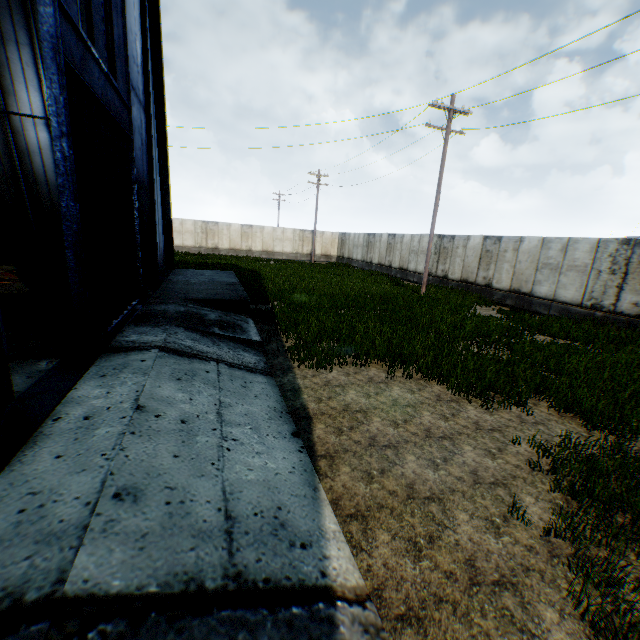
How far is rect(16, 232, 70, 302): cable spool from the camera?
8.1 meters

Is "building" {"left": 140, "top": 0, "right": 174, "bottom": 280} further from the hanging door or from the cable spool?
the cable spool

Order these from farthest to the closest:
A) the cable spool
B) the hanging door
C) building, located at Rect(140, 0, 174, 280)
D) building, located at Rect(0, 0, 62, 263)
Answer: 1. building, located at Rect(0, 0, 62, 263)
2. building, located at Rect(140, 0, 174, 280)
3. the cable spool
4. the hanging door

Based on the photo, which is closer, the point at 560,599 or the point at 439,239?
the point at 560,599

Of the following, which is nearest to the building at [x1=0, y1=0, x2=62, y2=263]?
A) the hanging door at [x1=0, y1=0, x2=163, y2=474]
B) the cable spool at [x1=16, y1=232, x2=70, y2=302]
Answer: the hanging door at [x1=0, y1=0, x2=163, y2=474]

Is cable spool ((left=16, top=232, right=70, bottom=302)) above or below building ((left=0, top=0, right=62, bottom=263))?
below

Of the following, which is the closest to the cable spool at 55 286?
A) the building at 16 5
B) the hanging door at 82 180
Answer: the hanging door at 82 180
